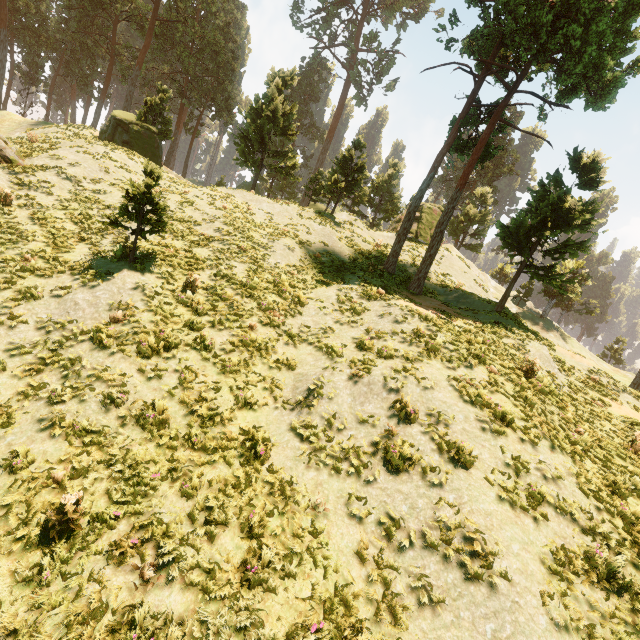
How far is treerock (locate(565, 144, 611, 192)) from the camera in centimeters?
1503cm

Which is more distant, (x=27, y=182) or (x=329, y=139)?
(x=329, y=139)

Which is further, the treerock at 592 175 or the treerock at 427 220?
the treerock at 592 175

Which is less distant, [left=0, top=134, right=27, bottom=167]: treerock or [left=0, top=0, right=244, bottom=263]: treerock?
[left=0, top=134, right=27, bottom=167]: treerock

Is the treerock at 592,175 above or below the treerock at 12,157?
above
